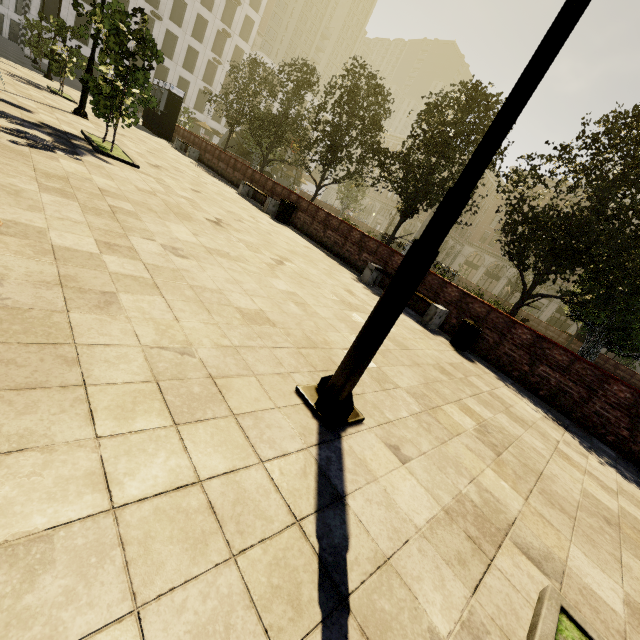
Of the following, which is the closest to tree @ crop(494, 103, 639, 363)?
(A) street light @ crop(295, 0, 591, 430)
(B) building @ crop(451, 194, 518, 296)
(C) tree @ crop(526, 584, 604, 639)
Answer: (B) building @ crop(451, 194, 518, 296)

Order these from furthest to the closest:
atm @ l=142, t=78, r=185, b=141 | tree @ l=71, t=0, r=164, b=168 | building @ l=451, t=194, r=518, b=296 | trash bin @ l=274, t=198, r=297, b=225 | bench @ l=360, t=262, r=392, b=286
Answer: building @ l=451, t=194, r=518, b=296 < atm @ l=142, t=78, r=185, b=141 < trash bin @ l=274, t=198, r=297, b=225 < bench @ l=360, t=262, r=392, b=286 < tree @ l=71, t=0, r=164, b=168

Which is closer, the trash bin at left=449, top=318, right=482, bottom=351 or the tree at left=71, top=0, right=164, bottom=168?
the tree at left=71, top=0, right=164, bottom=168

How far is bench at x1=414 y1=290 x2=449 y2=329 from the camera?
8.2 meters

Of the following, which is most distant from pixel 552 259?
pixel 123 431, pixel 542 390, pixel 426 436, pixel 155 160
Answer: pixel 155 160

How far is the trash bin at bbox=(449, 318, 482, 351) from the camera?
7.6 meters

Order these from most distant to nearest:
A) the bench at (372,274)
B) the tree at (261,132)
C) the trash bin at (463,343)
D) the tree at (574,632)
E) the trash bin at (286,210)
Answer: the trash bin at (286,210) → the tree at (261,132) → the bench at (372,274) → the trash bin at (463,343) → the tree at (574,632)

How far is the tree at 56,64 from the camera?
13.95m
